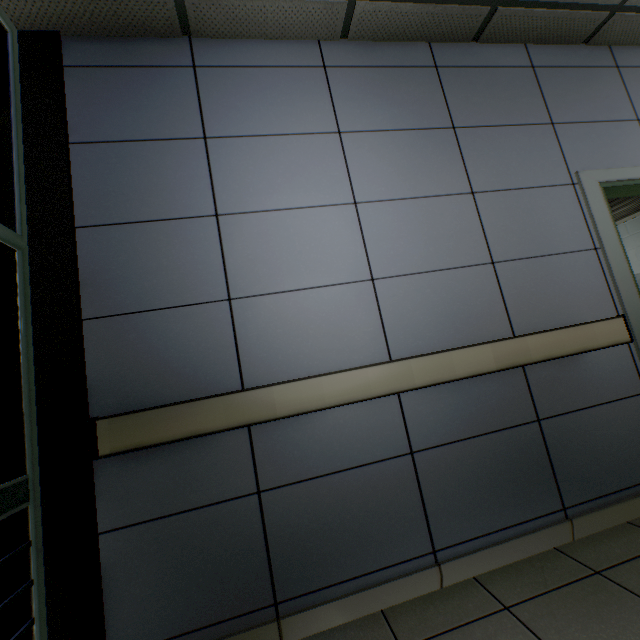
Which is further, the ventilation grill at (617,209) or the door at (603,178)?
the ventilation grill at (617,209)

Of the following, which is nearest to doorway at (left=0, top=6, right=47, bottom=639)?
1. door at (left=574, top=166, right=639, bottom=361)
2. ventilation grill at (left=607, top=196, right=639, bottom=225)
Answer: door at (left=574, top=166, right=639, bottom=361)

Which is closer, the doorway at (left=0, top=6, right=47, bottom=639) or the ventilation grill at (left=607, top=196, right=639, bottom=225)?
the doorway at (left=0, top=6, right=47, bottom=639)

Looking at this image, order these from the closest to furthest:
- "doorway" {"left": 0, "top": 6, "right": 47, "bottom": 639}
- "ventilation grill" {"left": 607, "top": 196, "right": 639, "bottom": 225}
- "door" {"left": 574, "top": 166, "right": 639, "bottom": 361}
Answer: "doorway" {"left": 0, "top": 6, "right": 47, "bottom": 639}, "door" {"left": 574, "top": 166, "right": 639, "bottom": 361}, "ventilation grill" {"left": 607, "top": 196, "right": 639, "bottom": 225}

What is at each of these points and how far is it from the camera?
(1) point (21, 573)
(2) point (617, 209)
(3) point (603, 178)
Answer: (1) doorway, 1.3 meters
(2) ventilation grill, 4.2 meters
(3) door, 2.3 meters

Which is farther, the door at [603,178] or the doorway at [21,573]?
the door at [603,178]

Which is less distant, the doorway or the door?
the doorway

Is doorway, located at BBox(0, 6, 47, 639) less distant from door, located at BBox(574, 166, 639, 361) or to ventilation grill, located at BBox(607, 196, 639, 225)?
door, located at BBox(574, 166, 639, 361)
